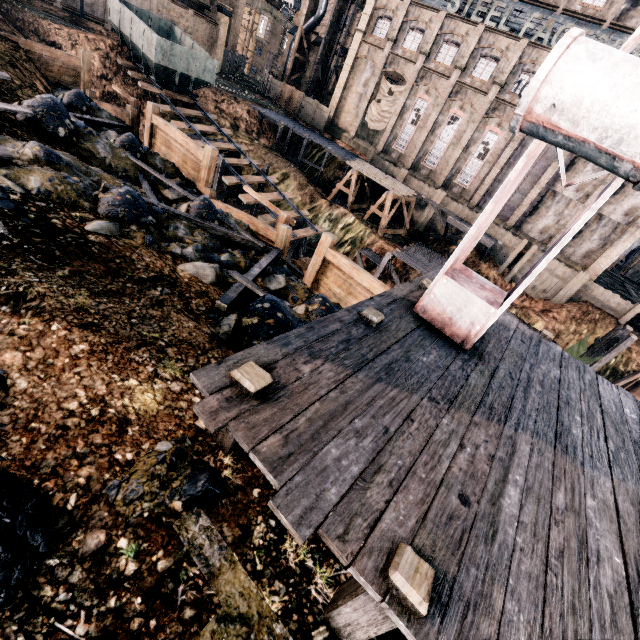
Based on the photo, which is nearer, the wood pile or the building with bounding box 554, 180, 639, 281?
the building with bounding box 554, 180, 639, 281

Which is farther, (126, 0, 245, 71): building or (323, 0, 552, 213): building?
(126, 0, 245, 71): building

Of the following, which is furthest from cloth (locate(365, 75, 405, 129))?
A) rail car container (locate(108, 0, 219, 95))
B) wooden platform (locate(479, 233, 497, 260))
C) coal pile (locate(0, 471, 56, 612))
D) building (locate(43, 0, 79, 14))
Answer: coal pile (locate(0, 471, 56, 612))

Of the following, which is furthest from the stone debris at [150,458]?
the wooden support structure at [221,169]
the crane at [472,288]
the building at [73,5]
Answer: the building at [73,5]

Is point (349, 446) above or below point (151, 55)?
above

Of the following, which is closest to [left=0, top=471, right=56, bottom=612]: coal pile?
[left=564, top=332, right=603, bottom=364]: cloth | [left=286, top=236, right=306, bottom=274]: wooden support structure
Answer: [left=286, top=236, right=306, bottom=274]: wooden support structure

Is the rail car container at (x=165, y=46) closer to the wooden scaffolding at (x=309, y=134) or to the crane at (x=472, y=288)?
the wooden scaffolding at (x=309, y=134)

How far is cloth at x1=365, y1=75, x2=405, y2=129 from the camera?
37.81m
